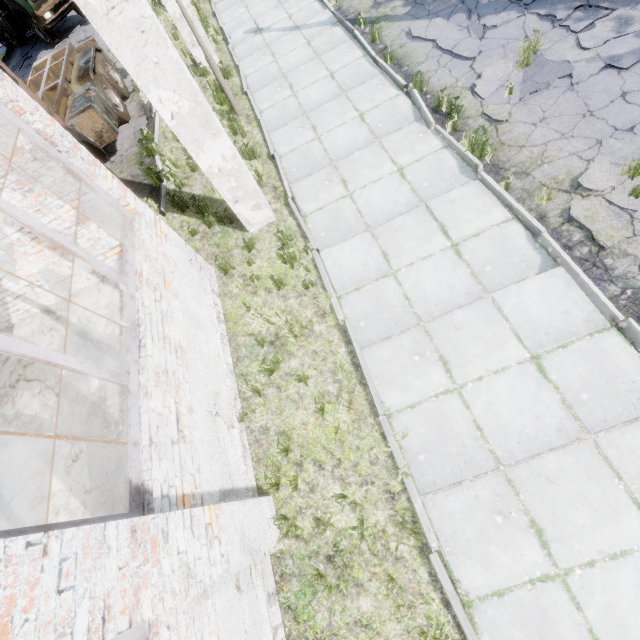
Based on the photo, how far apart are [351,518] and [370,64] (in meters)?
9.28

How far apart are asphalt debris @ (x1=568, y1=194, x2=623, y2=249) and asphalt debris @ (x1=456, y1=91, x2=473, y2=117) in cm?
213

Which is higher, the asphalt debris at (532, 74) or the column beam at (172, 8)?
the column beam at (172, 8)

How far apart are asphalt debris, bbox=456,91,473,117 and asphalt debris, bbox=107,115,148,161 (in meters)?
8.05

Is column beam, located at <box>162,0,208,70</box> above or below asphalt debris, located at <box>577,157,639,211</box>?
above

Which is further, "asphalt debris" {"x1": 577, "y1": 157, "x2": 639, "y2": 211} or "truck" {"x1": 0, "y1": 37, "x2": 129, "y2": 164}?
"truck" {"x1": 0, "y1": 37, "x2": 129, "y2": 164}

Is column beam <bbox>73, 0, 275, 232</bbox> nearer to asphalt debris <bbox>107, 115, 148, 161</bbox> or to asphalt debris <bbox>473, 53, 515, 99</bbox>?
asphalt debris <bbox>473, 53, 515, 99</bbox>

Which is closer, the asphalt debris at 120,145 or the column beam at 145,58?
the column beam at 145,58
